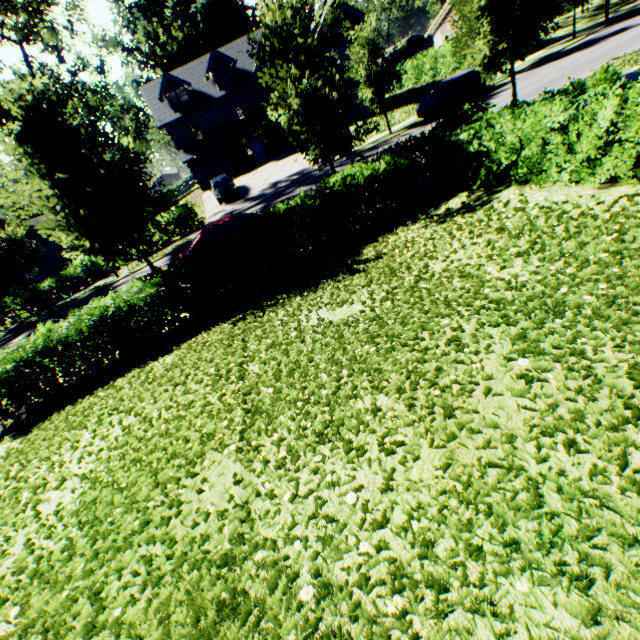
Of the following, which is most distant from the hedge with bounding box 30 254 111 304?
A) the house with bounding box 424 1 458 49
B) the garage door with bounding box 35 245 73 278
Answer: the house with bounding box 424 1 458 49

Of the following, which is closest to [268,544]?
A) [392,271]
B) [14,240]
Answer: [392,271]

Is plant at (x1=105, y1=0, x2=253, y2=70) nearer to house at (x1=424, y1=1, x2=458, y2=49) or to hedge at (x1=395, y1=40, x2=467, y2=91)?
hedge at (x1=395, y1=40, x2=467, y2=91)

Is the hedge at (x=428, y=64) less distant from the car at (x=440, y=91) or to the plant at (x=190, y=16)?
the car at (x=440, y=91)

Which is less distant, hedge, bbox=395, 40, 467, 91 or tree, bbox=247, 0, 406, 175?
tree, bbox=247, 0, 406, 175

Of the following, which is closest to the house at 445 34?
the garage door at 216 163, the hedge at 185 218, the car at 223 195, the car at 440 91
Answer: the car at 440 91

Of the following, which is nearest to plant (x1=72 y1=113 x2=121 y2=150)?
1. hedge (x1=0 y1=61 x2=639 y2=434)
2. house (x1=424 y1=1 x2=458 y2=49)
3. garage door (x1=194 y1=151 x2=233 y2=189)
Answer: garage door (x1=194 y1=151 x2=233 y2=189)

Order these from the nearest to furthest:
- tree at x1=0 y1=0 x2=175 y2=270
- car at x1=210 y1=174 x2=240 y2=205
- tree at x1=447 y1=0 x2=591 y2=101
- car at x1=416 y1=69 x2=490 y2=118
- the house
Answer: tree at x1=0 y1=0 x2=175 y2=270 → tree at x1=447 y1=0 x2=591 y2=101 → car at x1=416 y1=69 x2=490 y2=118 → car at x1=210 y1=174 x2=240 y2=205 → the house
